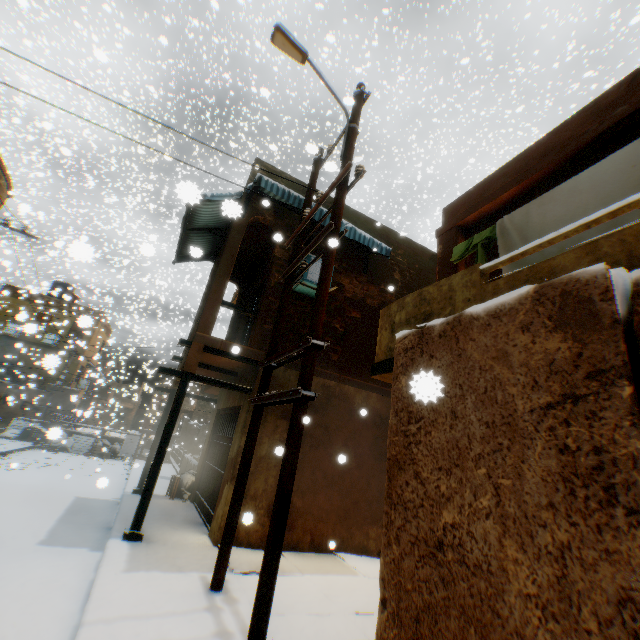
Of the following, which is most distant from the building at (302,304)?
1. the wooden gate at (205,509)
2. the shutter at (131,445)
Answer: the shutter at (131,445)

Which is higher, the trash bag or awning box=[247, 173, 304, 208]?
awning box=[247, 173, 304, 208]

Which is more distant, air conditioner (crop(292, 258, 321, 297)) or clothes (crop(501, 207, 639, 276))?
air conditioner (crop(292, 258, 321, 297))

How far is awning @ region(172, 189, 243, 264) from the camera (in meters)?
2.13

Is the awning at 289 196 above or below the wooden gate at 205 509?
above

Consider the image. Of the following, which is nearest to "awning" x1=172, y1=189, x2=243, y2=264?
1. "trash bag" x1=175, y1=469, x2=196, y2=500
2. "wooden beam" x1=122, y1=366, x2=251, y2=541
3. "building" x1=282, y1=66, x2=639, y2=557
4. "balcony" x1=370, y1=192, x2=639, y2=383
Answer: "building" x1=282, y1=66, x2=639, y2=557

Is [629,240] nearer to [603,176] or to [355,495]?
[603,176]

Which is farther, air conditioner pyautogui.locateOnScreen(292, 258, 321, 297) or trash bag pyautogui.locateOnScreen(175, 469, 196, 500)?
trash bag pyautogui.locateOnScreen(175, 469, 196, 500)
